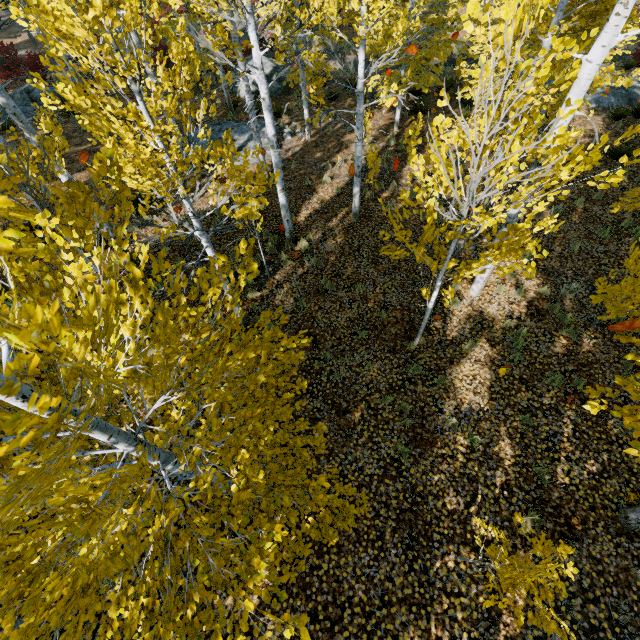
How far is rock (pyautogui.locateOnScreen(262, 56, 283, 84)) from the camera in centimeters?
1812cm

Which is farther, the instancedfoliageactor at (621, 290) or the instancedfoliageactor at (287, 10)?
the instancedfoliageactor at (621, 290)

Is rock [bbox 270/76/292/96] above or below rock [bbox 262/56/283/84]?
below

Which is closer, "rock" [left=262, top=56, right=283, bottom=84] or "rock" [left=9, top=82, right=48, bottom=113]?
"rock" [left=9, top=82, right=48, bottom=113]

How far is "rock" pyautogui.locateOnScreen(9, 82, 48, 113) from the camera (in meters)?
16.95

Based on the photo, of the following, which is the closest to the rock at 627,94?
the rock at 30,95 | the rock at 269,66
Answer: the rock at 269,66

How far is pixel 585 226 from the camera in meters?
8.8 m

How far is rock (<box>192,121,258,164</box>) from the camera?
13.1 meters
